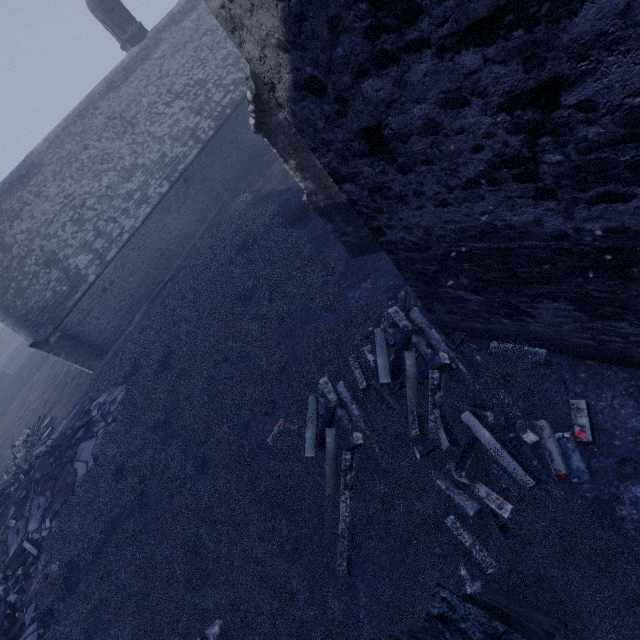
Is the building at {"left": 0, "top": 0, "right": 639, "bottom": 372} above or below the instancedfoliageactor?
above

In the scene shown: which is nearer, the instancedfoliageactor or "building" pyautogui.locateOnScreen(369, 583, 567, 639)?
"building" pyautogui.locateOnScreen(369, 583, 567, 639)

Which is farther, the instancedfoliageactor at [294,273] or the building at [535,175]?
the instancedfoliageactor at [294,273]

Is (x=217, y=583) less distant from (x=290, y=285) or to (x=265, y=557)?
(x=265, y=557)
